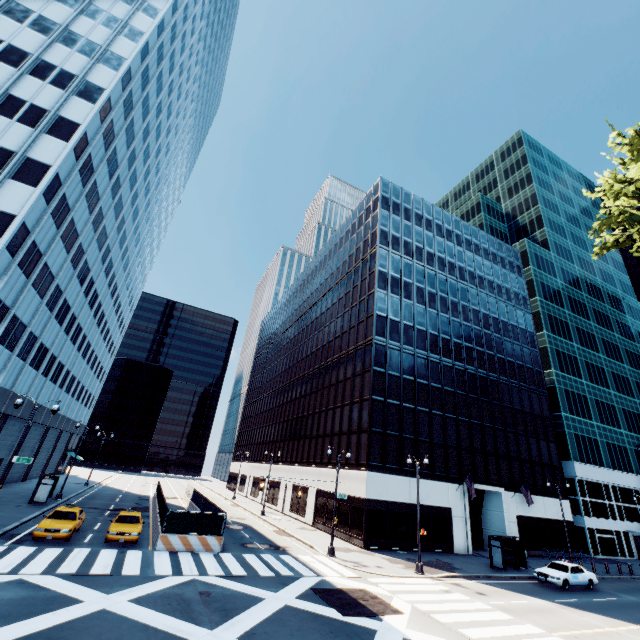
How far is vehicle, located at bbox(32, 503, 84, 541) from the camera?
18.1 meters

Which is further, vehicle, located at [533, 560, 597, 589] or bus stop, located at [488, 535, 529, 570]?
bus stop, located at [488, 535, 529, 570]

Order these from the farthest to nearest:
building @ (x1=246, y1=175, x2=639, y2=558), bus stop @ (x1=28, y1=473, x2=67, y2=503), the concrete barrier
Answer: building @ (x1=246, y1=175, x2=639, y2=558) < bus stop @ (x1=28, y1=473, x2=67, y2=503) < the concrete barrier

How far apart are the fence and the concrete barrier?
0.01m

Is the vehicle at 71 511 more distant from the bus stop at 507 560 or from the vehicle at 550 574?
the vehicle at 550 574

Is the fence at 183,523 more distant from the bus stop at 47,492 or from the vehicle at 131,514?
the bus stop at 47,492

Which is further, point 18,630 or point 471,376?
point 471,376

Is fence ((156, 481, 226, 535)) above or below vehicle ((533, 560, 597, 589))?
above
